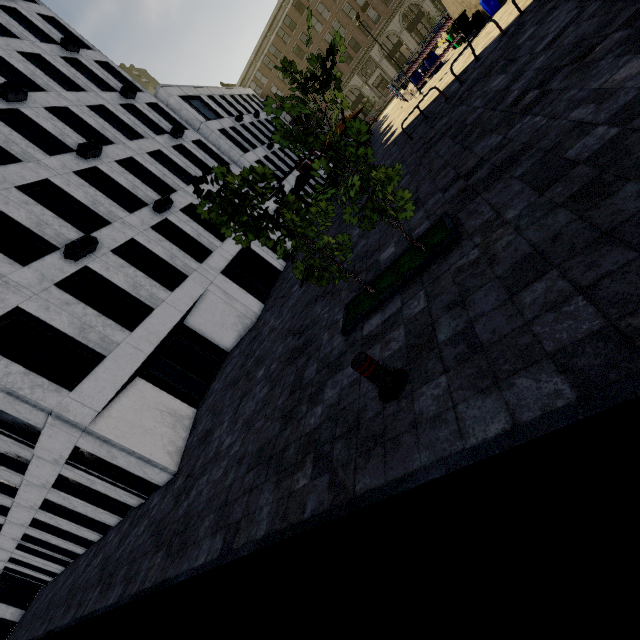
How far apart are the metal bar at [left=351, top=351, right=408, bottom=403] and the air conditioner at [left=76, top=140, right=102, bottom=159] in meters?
18.5 m

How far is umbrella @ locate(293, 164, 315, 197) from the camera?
20.4m

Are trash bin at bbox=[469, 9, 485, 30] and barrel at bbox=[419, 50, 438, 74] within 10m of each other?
yes

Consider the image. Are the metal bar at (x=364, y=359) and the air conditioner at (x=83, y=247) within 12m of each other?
no

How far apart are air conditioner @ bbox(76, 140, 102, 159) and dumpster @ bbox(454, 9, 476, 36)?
18.4 meters

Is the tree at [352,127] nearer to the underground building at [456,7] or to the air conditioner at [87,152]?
the underground building at [456,7]

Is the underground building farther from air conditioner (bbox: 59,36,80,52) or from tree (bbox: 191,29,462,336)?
air conditioner (bbox: 59,36,80,52)

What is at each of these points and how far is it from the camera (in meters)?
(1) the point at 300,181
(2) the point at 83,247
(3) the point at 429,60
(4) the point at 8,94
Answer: (1) umbrella, 20.80
(2) air conditioner, 11.98
(3) barrel, 18.38
(4) air conditioner, 14.43
